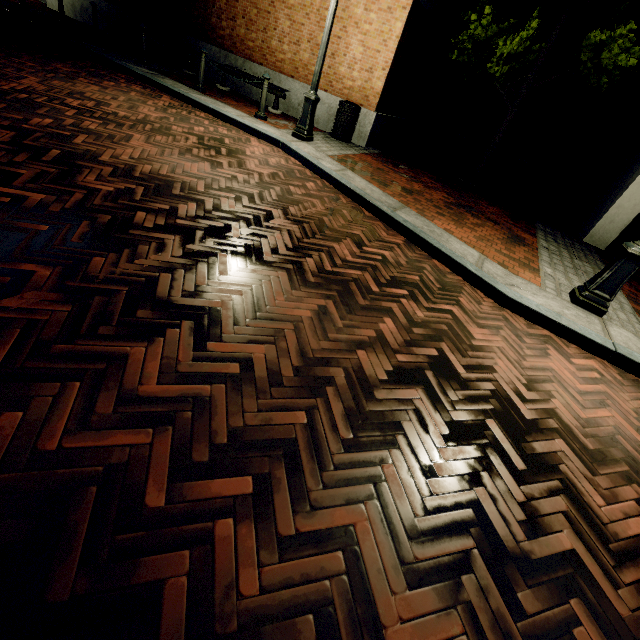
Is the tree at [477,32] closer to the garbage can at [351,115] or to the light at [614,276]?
the garbage can at [351,115]

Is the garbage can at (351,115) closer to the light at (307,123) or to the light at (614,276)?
the light at (307,123)

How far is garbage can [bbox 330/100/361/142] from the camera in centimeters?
813cm

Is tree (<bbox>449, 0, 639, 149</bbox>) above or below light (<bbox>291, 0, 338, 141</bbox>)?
above

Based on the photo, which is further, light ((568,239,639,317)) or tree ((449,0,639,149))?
tree ((449,0,639,149))

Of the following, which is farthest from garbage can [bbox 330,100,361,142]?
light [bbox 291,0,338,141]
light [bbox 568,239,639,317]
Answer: light [bbox 568,239,639,317]

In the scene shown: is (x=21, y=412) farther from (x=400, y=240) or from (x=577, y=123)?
(x=577, y=123)

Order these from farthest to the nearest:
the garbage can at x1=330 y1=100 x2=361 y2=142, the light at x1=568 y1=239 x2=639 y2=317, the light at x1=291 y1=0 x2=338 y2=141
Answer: the garbage can at x1=330 y1=100 x2=361 y2=142 < the light at x1=291 y1=0 x2=338 y2=141 < the light at x1=568 y1=239 x2=639 y2=317
